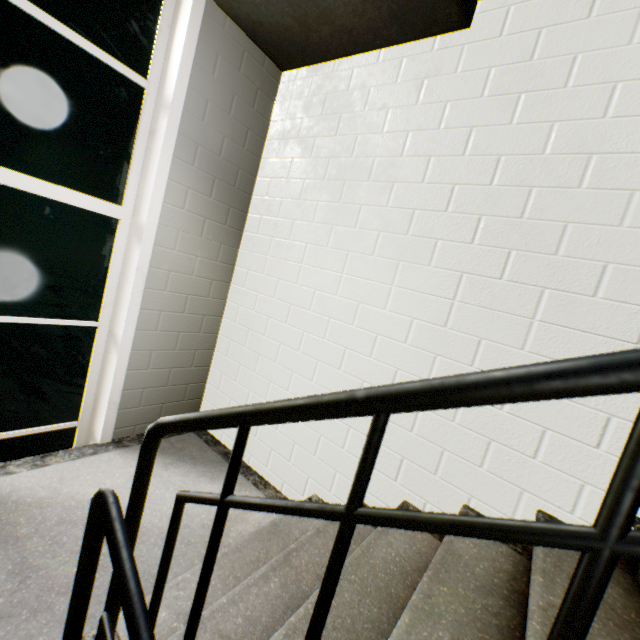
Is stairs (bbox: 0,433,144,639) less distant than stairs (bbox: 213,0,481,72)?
Yes

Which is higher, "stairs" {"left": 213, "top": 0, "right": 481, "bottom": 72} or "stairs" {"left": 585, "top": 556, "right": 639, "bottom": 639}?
"stairs" {"left": 213, "top": 0, "right": 481, "bottom": 72}

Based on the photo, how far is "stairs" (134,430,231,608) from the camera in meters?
1.7

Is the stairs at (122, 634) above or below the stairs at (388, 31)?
below

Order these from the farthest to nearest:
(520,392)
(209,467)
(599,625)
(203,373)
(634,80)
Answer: (203,373) < (209,467) < (634,80) < (599,625) < (520,392)
